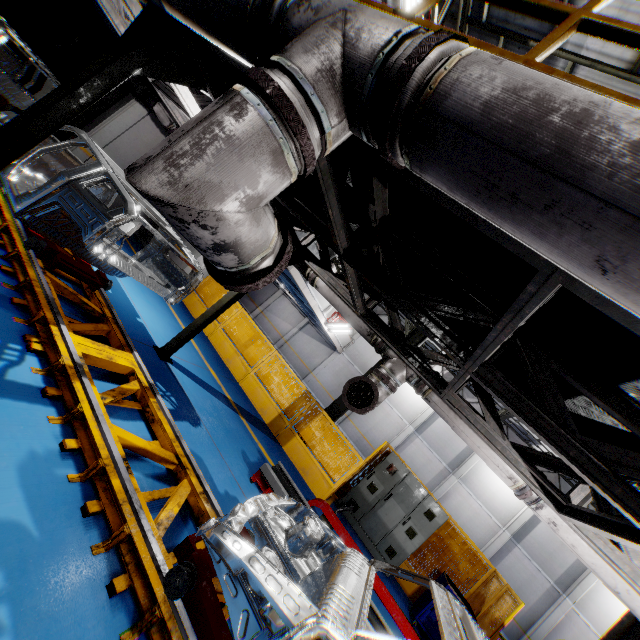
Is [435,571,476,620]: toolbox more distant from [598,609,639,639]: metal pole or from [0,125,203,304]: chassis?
[0,125,203,304]: chassis

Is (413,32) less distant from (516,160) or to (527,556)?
(516,160)

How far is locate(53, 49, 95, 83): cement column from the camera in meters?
11.3

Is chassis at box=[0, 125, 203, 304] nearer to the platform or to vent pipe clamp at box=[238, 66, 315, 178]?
the platform

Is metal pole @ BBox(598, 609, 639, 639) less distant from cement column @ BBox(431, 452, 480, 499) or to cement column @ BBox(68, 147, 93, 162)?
cement column @ BBox(431, 452, 480, 499)

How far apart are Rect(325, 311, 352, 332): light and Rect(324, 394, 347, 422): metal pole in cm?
933

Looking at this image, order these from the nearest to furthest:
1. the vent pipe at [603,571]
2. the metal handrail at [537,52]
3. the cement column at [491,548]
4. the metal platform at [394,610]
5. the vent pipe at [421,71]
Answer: the vent pipe at [421,71] < the metal handrail at [537,52] < the vent pipe at [603,571] < the metal platform at [394,610] < the cement column at [491,548]

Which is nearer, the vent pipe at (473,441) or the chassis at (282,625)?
the chassis at (282,625)
